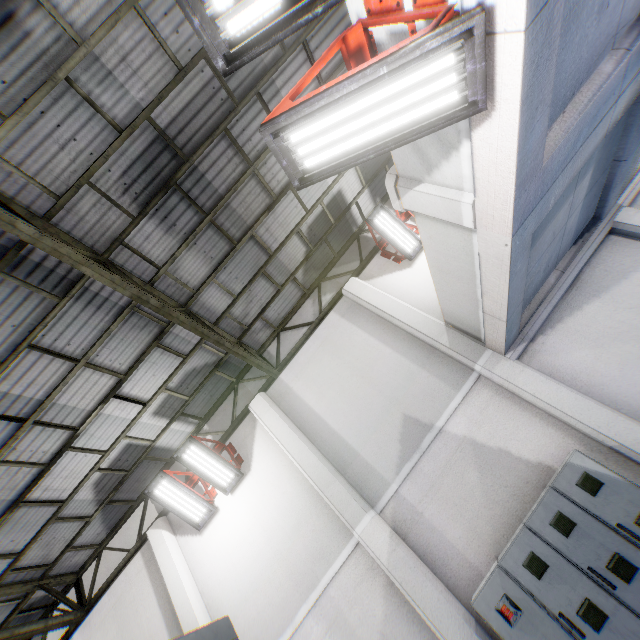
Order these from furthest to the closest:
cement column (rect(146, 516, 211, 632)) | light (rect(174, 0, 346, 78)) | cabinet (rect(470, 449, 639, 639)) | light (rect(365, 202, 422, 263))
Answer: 1. light (rect(365, 202, 422, 263))
2. cement column (rect(146, 516, 211, 632))
3. cabinet (rect(470, 449, 639, 639))
4. light (rect(174, 0, 346, 78))

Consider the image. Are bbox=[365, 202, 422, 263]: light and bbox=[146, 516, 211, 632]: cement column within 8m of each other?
no

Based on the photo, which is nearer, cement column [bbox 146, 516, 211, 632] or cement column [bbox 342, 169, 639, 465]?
cement column [bbox 342, 169, 639, 465]

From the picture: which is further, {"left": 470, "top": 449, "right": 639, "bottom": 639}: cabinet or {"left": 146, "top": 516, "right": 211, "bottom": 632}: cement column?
{"left": 146, "top": 516, "right": 211, "bottom": 632}: cement column

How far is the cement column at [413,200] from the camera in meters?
3.5 m

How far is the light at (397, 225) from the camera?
8.2m

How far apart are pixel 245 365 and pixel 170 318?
3.80m

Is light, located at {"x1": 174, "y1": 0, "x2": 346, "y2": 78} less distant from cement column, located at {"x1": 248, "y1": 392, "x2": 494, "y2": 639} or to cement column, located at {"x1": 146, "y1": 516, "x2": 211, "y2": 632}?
cement column, located at {"x1": 248, "y1": 392, "x2": 494, "y2": 639}
